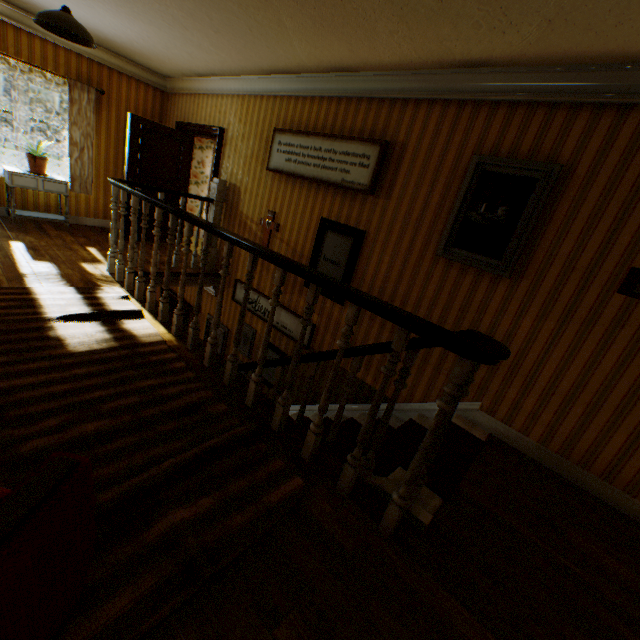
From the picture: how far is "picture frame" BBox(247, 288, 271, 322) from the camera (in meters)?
5.31

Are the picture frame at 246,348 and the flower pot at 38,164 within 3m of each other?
no

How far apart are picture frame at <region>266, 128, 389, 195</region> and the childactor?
2.8 meters

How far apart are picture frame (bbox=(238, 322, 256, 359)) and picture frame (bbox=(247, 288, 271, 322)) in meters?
0.3

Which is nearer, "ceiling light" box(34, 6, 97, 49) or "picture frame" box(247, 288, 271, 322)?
"ceiling light" box(34, 6, 97, 49)

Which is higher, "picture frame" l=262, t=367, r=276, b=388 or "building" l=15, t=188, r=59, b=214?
"building" l=15, t=188, r=59, b=214

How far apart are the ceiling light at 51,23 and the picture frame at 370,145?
2.2m

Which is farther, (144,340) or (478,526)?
(144,340)
